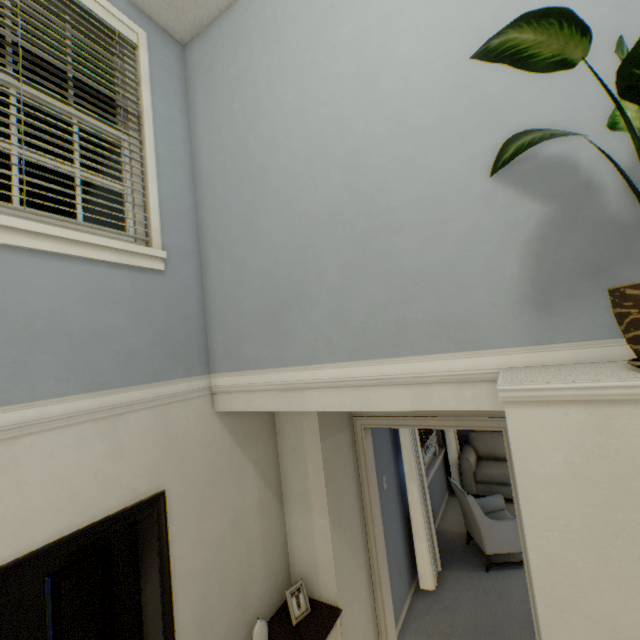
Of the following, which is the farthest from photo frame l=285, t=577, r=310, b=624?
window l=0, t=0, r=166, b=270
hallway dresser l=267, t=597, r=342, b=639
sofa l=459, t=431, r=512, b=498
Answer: sofa l=459, t=431, r=512, b=498

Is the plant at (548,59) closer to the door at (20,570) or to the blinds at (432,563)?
the door at (20,570)

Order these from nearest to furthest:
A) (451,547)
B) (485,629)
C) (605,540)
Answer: (605,540), (485,629), (451,547)

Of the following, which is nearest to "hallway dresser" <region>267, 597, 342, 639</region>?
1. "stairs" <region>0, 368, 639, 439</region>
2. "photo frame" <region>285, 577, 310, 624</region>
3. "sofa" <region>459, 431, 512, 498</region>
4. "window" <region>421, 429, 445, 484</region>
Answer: "photo frame" <region>285, 577, 310, 624</region>

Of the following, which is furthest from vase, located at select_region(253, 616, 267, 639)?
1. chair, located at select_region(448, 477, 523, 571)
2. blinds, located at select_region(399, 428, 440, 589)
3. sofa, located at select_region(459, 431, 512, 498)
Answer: sofa, located at select_region(459, 431, 512, 498)

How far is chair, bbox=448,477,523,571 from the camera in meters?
3.8

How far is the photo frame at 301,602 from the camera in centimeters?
222cm

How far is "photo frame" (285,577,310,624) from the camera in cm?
222
